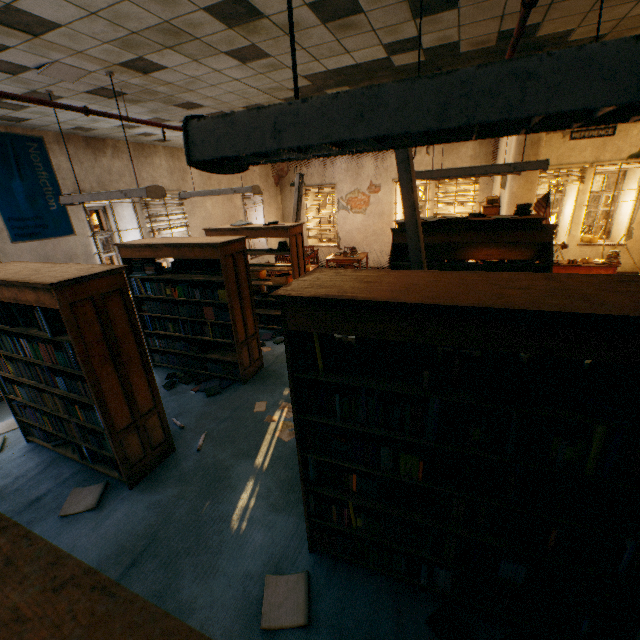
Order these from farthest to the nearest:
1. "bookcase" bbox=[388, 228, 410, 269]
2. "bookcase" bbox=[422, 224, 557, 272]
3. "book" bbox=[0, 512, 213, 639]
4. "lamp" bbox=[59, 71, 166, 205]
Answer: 1. "bookcase" bbox=[388, 228, 410, 269]
2. "bookcase" bbox=[422, 224, 557, 272]
3. "lamp" bbox=[59, 71, 166, 205]
4. "book" bbox=[0, 512, 213, 639]

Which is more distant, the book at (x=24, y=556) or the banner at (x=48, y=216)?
the banner at (x=48, y=216)

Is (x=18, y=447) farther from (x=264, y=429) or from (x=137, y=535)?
(x=264, y=429)

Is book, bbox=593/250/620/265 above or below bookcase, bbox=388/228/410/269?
below

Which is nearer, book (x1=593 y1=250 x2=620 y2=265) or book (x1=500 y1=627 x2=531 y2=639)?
book (x1=500 y1=627 x2=531 y2=639)

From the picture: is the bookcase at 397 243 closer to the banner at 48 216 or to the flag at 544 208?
the flag at 544 208

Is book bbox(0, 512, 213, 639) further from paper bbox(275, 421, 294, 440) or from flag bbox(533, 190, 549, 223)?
flag bbox(533, 190, 549, 223)

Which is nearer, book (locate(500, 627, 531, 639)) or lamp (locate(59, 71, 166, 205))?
book (locate(500, 627, 531, 639))
